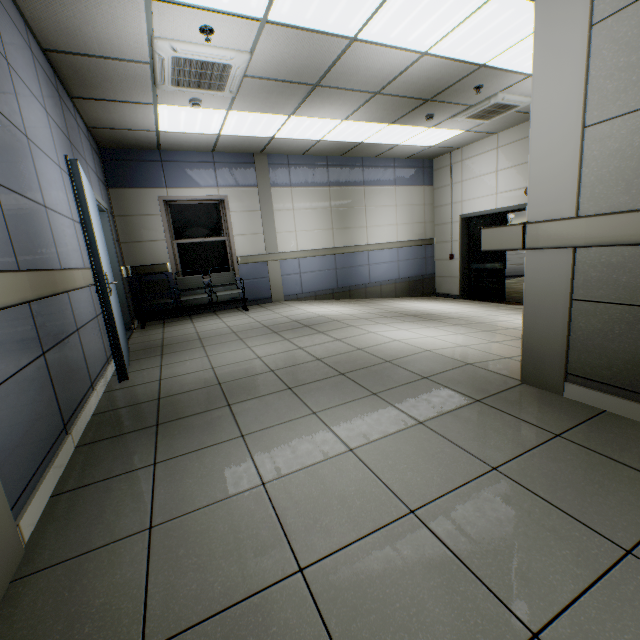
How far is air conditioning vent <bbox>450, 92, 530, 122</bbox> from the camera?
5.28m

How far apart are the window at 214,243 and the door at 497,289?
6.0 meters

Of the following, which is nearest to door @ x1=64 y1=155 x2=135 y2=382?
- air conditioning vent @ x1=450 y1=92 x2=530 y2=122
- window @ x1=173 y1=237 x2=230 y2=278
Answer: window @ x1=173 y1=237 x2=230 y2=278

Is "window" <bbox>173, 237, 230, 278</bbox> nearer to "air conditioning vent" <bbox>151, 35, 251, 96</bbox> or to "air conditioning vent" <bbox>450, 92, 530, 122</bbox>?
"air conditioning vent" <bbox>151, 35, 251, 96</bbox>

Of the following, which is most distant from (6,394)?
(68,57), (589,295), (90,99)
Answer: (90,99)

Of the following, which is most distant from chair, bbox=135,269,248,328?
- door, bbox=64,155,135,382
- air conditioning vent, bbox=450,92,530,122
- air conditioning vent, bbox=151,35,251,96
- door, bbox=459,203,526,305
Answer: door, bbox=459,203,526,305

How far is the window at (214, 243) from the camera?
6.8 meters

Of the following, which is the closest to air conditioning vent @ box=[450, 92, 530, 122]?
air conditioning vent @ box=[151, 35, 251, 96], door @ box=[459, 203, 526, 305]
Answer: door @ box=[459, 203, 526, 305]
